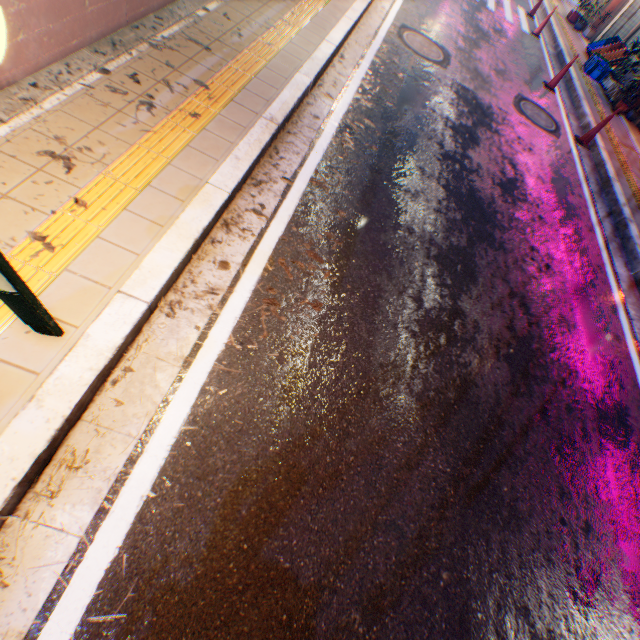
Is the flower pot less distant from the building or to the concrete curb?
the building

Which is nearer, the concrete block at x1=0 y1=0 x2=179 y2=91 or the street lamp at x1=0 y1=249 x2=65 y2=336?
the street lamp at x1=0 y1=249 x2=65 y2=336

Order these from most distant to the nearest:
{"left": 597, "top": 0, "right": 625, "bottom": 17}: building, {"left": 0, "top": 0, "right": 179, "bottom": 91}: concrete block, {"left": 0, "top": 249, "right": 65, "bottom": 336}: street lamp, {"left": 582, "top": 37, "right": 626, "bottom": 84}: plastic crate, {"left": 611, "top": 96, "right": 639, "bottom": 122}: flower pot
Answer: {"left": 597, "top": 0, "right": 625, "bottom": 17}: building → {"left": 582, "top": 37, "right": 626, "bottom": 84}: plastic crate → {"left": 611, "top": 96, "right": 639, "bottom": 122}: flower pot → {"left": 0, "top": 0, "right": 179, "bottom": 91}: concrete block → {"left": 0, "top": 249, "right": 65, "bottom": 336}: street lamp

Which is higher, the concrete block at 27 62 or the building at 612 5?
the building at 612 5

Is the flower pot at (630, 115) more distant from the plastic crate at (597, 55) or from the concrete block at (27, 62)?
the concrete block at (27, 62)

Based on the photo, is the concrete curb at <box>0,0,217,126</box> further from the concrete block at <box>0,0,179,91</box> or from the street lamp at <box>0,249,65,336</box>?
the street lamp at <box>0,249,65,336</box>

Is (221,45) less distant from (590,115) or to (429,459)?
(429,459)
